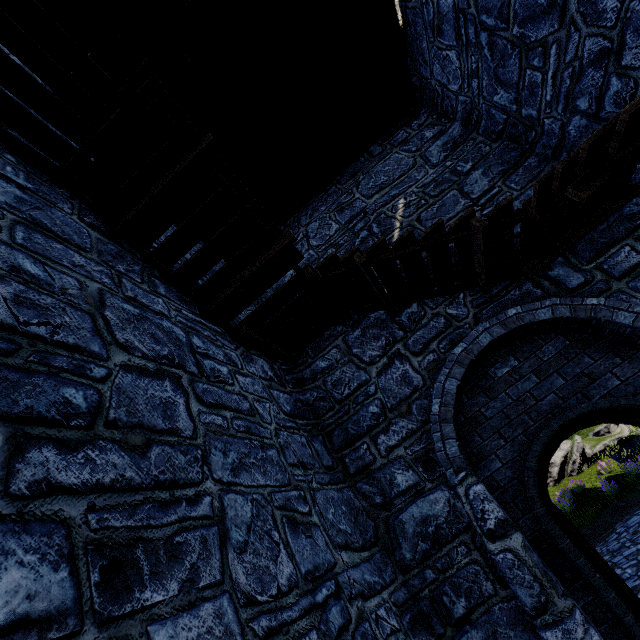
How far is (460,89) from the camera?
6.2 meters
